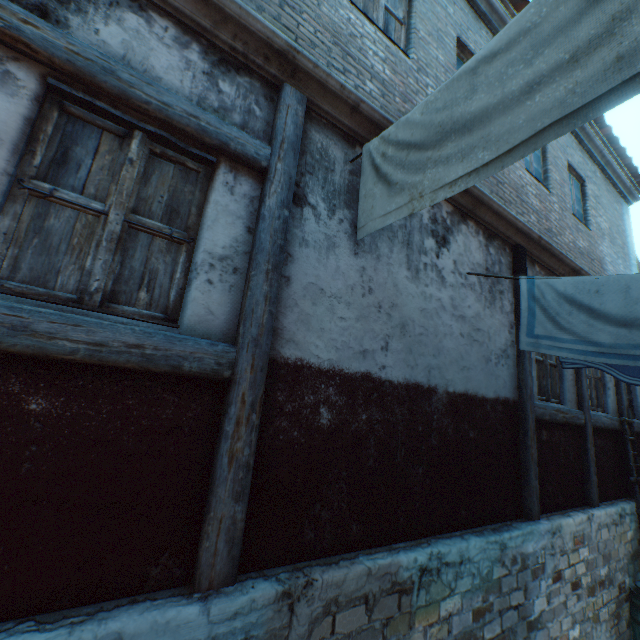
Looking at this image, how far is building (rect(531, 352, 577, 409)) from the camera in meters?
4.8 m

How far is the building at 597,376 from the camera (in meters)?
6.07

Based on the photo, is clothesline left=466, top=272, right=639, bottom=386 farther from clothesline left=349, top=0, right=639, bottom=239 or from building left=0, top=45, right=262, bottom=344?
clothesline left=349, top=0, right=639, bottom=239

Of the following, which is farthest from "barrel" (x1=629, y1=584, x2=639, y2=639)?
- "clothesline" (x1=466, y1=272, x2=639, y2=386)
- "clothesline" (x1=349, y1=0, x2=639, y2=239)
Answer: "clothesline" (x1=349, y1=0, x2=639, y2=239)

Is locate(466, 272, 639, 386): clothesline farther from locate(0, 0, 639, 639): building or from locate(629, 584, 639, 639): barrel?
locate(629, 584, 639, 639): barrel

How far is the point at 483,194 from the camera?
4.2 meters

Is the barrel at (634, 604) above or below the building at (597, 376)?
below
